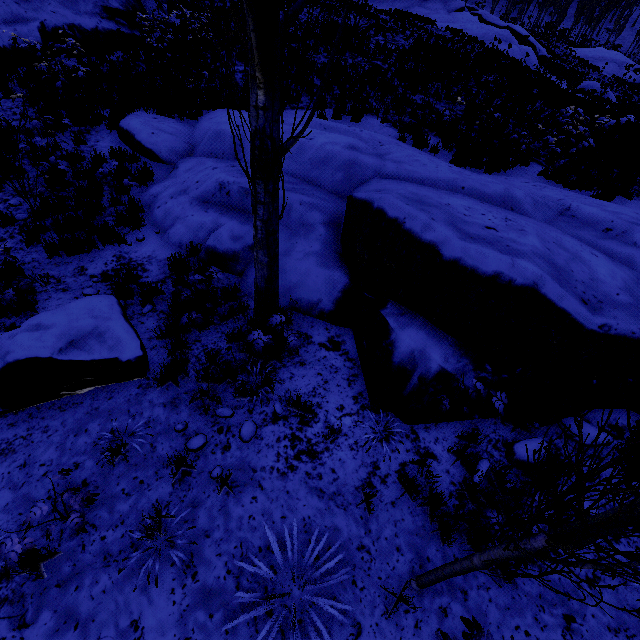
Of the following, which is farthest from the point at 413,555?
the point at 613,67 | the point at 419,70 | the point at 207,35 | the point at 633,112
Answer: the point at 613,67

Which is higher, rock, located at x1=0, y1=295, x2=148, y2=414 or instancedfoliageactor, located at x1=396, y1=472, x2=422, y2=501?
rock, located at x1=0, y1=295, x2=148, y2=414

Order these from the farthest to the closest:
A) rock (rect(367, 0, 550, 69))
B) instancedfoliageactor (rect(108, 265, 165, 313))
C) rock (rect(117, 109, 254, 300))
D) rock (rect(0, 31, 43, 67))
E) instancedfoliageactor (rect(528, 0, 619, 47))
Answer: instancedfoliageactor (rect(528, 0, 619, 47)) → rock (rect(367, 0, 550, 69)) → rock (rect(0, 31, 43, 67)) → rock (rect(117, 109, 254, 300)) → instancedfoliageactor (rect(108, 265, 165, 313))

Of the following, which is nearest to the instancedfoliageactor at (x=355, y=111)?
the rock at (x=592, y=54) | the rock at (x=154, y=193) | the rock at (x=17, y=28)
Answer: the rock at (x=154, y=193)

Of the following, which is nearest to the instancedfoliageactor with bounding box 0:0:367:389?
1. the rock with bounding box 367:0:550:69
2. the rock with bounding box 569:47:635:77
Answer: the rock with bounding box 569:47:635:77

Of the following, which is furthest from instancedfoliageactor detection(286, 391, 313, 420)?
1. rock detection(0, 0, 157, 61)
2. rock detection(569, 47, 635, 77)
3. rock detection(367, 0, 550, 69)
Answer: rock detection(367, 0, 550, 69)

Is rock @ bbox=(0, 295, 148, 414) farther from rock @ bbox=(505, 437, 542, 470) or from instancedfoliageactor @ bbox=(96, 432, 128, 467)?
rock @ bbox=(505, 437, 542, 470)

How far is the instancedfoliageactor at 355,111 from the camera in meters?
11.0 m
